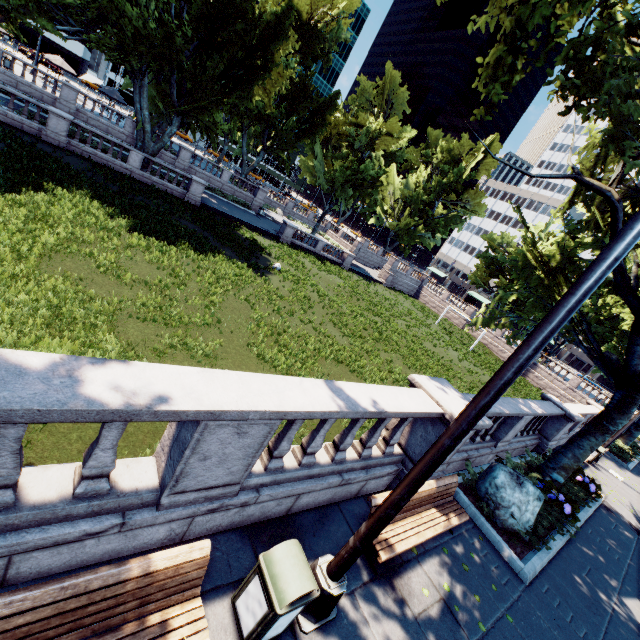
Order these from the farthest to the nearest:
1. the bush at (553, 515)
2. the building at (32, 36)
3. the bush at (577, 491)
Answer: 1. the building at (32, 36)
2. the bush at (577, 491)
3. the bush at (553, 515)

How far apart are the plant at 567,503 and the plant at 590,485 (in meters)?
2.80

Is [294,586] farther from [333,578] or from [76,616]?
[76,616]

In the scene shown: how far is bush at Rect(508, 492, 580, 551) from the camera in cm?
739

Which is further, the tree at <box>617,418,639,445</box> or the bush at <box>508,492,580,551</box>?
the tree at <box>617,418,639,445</box>

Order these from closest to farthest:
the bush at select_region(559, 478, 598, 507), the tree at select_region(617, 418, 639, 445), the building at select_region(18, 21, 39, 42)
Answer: the bush at select_region(559, 478, 598, 507) < the tree at select_region(617, 418, 639, 445) < the building at select_region(18, 21, 39, 42)

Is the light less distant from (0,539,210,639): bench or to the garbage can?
the garbage can

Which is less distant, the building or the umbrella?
the umbrella
